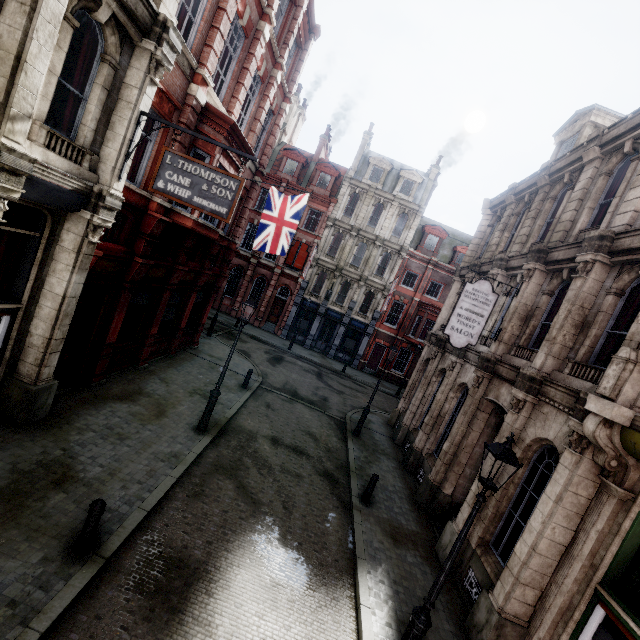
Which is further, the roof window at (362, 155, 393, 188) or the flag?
the roof window at (362, 155, 393, 188)

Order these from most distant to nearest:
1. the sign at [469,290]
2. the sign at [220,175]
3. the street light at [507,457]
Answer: the sign at [469,290] < the sign at [220,175] < the street light at [507,457]

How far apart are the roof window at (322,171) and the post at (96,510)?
29.96m

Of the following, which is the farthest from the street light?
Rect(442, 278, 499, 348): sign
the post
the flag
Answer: the flag

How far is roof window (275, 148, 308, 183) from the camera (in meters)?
30.98

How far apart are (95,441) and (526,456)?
11.2m

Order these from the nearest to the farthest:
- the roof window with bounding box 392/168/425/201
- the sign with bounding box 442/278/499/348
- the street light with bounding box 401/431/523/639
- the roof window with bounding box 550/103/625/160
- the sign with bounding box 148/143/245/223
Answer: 1. the street light with bounding box 401/431/523/639
2. the sign with bounding box 148/143/245/223
3. the sign with bounding box 442/278/499/348
4. the roof window with bounding box 550/103/625/160
5. the roof window with bounding box 392/168/425/201

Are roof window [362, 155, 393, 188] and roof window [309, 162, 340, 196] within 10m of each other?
yes
